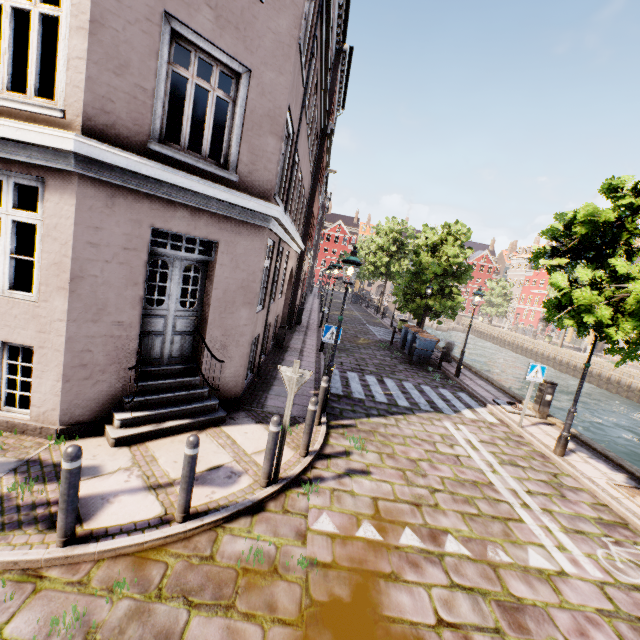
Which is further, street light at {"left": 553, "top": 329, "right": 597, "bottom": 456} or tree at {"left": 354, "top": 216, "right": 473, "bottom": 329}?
tree at {"left": 354, "top": 216, "right": 473, "bottom": 329}

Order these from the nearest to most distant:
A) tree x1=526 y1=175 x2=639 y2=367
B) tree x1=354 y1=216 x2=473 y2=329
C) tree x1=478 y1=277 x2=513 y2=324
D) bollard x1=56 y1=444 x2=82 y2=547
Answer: bollard x1=56 y1=444 x2=82 y2=547 < tree x1=526 y1=175 x2=639 y2=367 < tree x1=354 y1=216 x2=473 y2=329 < tree x1=478 y1=277 x2=513 y2=324

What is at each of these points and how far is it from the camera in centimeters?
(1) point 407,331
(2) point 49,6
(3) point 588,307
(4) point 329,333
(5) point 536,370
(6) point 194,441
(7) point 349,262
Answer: (1) trash bin, 1783cm
(2) building, 422cm
(3) tree, 600cm
(4) sign, 887cm
(5) sign, 903cm
(6) bollard, 376cm
(7) street light, 706cm

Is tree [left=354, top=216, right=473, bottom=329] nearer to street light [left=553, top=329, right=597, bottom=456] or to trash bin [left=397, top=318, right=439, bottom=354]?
street light [left=553, top=329, right=597, bottom=456]

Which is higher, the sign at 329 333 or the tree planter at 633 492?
the sign at 329 333

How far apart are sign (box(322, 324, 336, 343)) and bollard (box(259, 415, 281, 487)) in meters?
4.3

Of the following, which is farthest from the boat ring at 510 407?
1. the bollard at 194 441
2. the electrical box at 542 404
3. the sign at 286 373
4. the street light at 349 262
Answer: the bollard at 194 441

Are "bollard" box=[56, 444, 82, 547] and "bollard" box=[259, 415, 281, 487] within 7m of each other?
yes
